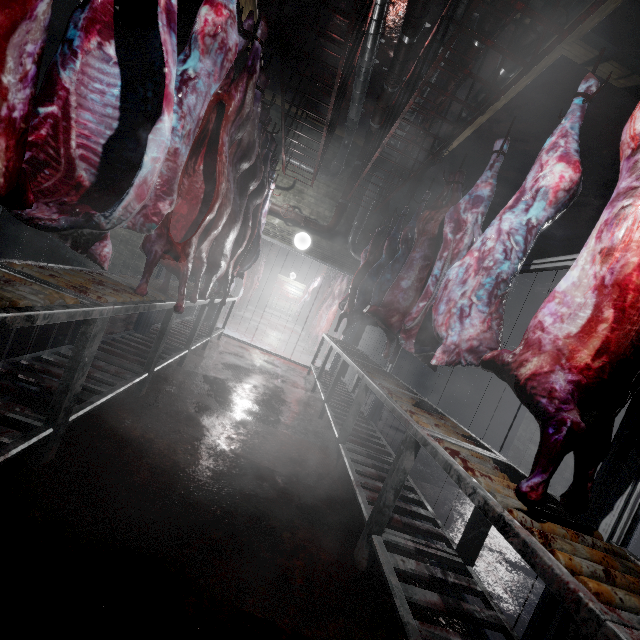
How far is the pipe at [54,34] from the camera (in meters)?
4.87

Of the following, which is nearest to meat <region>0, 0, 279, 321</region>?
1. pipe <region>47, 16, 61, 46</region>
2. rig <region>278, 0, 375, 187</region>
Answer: rig <region>278, 0, 375, 187</region>

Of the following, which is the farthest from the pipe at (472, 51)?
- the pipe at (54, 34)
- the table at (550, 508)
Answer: the table at (550, 508)

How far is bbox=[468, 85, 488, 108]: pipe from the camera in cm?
358

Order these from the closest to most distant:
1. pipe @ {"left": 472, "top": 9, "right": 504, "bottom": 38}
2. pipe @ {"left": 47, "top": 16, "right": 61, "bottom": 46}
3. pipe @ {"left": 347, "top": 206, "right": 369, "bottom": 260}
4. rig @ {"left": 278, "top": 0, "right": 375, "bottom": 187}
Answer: rig @ {"left": 278, "top": 0, "right": 375, "bottom": 187}, pipe @ {"left": 472, "top": 9, "right": 504, "bottom": 38}, pipe @ {"left": 47, "top": 16, "right": 61, "bottom": 46}, pipe @ {"left": 347, "top": 206, "right": 369, "bottom": 260}

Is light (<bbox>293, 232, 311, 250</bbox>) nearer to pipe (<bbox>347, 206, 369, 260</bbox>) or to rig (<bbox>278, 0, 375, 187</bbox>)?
pipe (<bbox>347, 206, 369, 260</bbox>)

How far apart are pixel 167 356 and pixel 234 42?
2.4m
